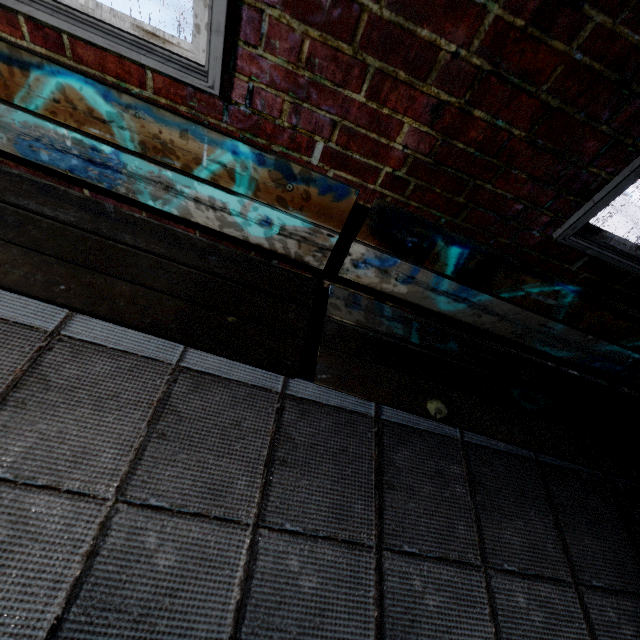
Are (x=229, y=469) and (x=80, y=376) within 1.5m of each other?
yes

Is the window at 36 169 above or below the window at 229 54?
below

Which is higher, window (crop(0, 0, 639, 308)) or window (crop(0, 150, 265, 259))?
window (crop(0, 0, 639, 308))

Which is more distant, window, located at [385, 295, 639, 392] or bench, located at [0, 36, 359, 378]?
window, located at [385, 295, 639, 392]

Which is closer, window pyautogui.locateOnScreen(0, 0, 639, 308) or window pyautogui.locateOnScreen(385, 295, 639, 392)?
window pyautogui.locateOnScreen(0, 0, 639, 308)

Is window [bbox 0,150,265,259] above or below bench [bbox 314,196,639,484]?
below
